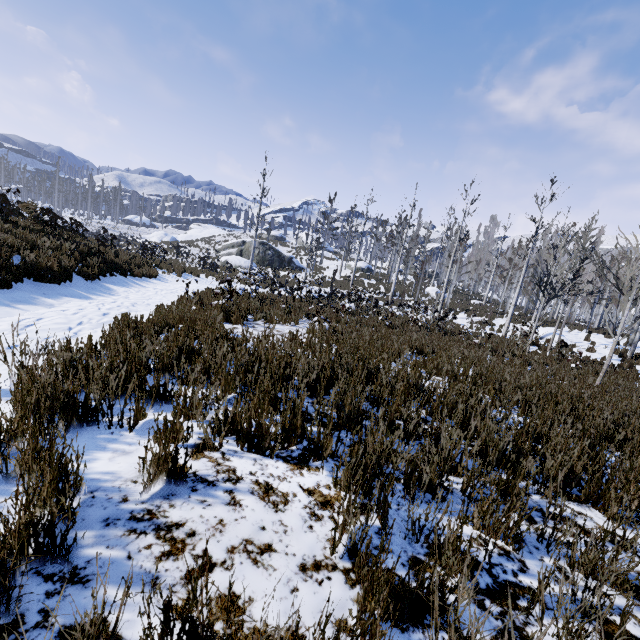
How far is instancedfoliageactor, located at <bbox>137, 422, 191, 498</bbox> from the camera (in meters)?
1.93

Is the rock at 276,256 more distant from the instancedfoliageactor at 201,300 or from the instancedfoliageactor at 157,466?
the instancedfoliageactor at 157,466

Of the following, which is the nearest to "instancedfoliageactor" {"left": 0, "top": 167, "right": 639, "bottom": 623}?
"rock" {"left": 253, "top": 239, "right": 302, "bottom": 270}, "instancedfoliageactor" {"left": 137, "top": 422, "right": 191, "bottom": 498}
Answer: "instancedfoliageactor" {"left": 137, "top": 422, "right": 191, "bottom": 498}

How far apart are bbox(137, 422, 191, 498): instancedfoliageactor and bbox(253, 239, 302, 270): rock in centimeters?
3563cm

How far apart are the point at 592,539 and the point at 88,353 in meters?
4.7 m

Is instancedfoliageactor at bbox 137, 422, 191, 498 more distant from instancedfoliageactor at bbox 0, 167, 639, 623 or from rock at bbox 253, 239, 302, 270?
rock at bbox 253, 239, 302, 270

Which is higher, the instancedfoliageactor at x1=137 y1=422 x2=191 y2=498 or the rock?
the rock
